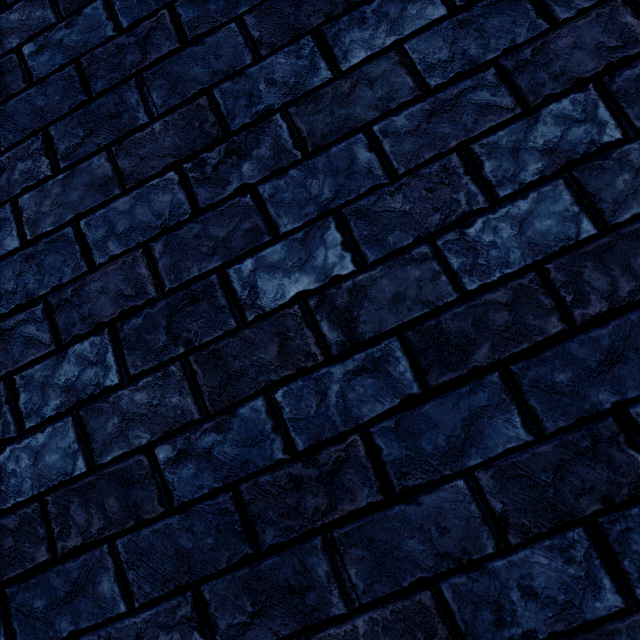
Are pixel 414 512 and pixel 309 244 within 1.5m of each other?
yes
